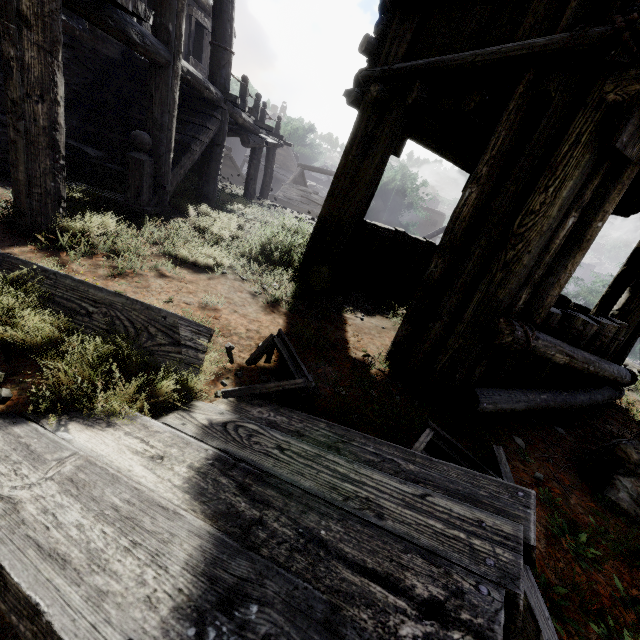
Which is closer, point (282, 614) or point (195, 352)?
point (282, 614)

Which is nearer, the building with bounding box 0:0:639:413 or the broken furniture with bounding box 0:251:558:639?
the broken furniture with bounding box 0:251:558:639

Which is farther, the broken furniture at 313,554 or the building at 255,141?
the building at 255,141
